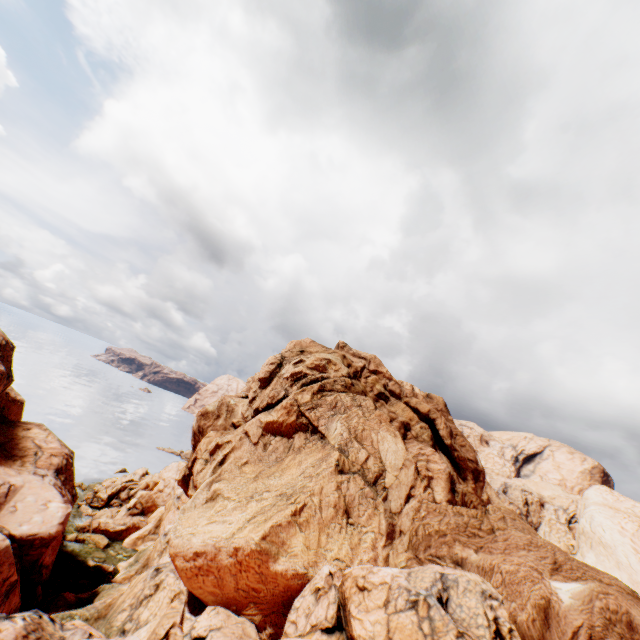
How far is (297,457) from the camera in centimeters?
3036cm
